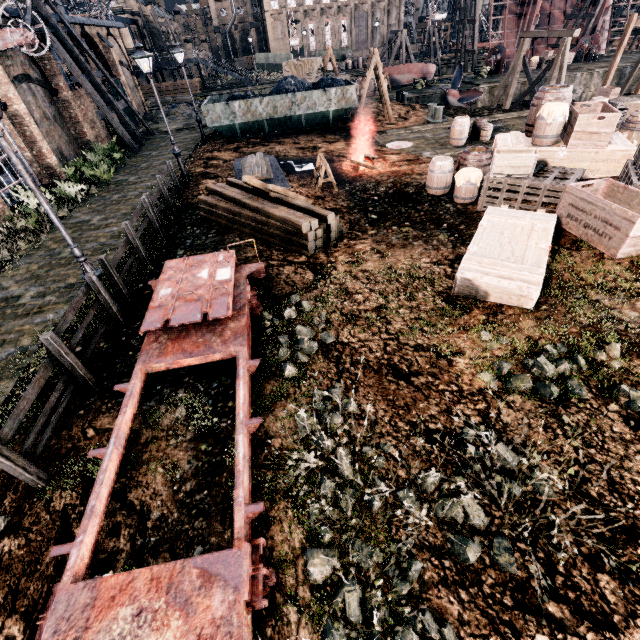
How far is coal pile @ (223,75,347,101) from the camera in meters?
22.2

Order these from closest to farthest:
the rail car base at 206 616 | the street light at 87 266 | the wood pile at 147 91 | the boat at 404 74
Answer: the rail car base at 206 616, the street light at 87 266, the boat at 404 74, the wood pile at 147 91

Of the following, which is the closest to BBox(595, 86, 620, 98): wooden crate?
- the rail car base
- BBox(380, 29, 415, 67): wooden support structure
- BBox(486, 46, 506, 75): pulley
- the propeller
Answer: the propeller

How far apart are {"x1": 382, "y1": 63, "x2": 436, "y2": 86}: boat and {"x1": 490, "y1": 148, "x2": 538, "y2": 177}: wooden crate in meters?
33.5 m

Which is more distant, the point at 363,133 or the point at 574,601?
the point at 363,133

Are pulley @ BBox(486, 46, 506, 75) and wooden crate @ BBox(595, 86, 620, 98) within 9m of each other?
no

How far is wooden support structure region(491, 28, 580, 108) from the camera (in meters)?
22.58

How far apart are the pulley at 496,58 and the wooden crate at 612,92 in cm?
2224
